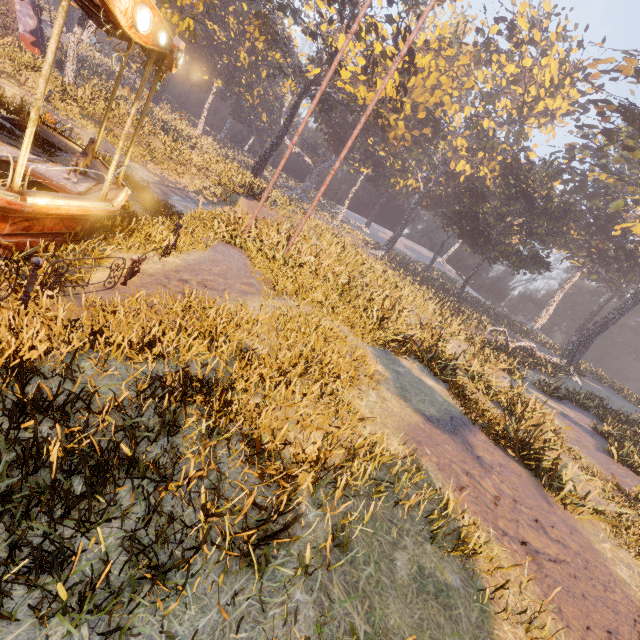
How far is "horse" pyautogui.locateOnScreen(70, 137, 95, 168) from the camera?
7.3 meters

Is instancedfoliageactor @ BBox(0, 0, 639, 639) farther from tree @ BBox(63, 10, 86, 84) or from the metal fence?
tree @ BBox(63, 10, 86, 84)

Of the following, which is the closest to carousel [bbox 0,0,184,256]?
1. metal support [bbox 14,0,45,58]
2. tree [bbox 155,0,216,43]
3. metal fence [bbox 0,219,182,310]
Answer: metal fence [bbox 0,219,182,310]

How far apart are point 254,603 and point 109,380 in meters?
3.3

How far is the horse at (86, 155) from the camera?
7.29m

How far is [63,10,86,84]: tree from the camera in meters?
21.2

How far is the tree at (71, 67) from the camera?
21.2m

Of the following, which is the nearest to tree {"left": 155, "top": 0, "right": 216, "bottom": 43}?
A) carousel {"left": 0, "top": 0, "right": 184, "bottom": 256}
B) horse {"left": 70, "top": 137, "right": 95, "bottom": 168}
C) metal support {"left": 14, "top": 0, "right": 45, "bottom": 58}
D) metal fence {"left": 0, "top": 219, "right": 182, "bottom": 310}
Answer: metal support {"left": 14, "top": 0, "right": 45, "bottom": 58}
